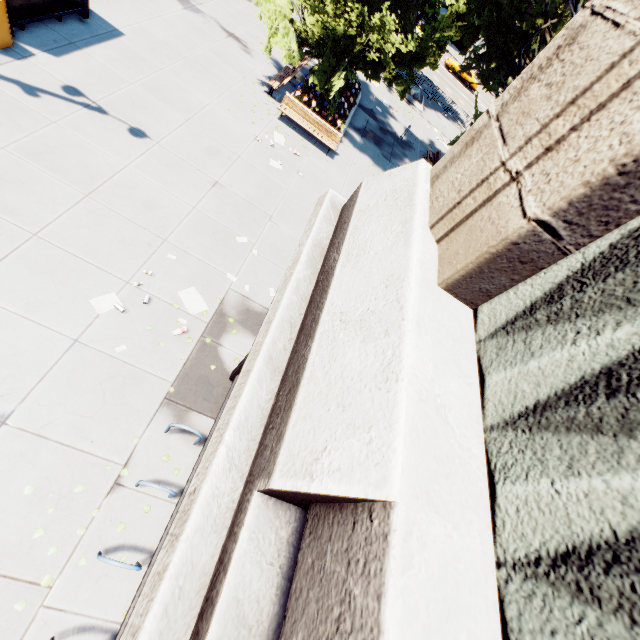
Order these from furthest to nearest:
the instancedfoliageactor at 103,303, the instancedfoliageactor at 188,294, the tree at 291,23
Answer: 1. the tree at 291,23
2. the instancedfoliageactor at 188,294
3. the instancedfoliageactor at 103,303

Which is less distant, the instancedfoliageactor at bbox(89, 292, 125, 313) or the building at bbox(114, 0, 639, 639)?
the building at bbox(114, 0, 639, 639)

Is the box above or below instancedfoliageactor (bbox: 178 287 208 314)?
above

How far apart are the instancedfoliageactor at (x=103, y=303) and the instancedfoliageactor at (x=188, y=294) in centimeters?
122cm

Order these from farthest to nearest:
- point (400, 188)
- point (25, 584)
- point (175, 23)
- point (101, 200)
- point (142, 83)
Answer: point (175, 23)
point (142, 83)
point (101, 200)
point (25, 584)
point (400, 188)

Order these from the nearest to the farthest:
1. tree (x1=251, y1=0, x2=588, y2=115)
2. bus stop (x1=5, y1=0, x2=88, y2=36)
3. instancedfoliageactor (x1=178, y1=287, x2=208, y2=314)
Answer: instancedfoliageactor (x1=178, y1=287, x2=208, y2=314) → bus stop (x1=5, y1=0, x2=88, y2=36) → tree (x1=251, y1=0, x2=588, y2=115)

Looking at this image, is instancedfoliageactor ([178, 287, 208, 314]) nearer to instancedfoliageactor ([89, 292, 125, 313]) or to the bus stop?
instancedfoliageactor ([89, 292, 125, 313])

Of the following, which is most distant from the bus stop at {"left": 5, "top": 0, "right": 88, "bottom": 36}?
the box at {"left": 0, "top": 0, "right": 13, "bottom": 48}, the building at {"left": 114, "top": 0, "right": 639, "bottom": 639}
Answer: the building at {"left": 114, "top": 0, "right": 639, "bottom": 639}
